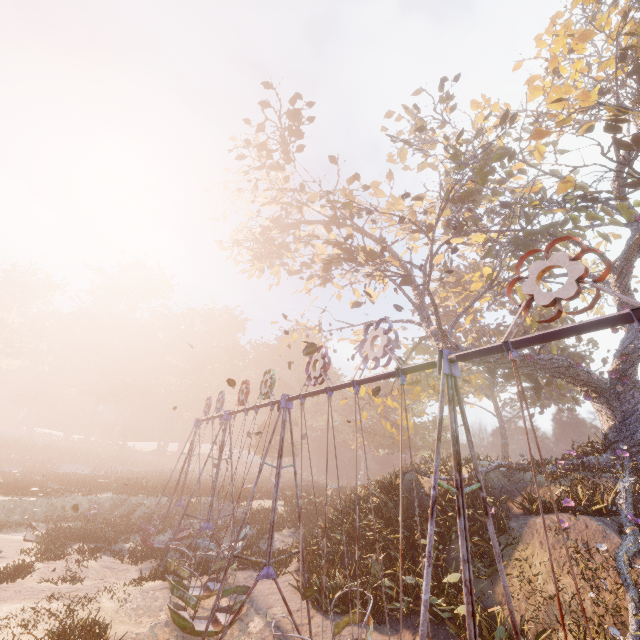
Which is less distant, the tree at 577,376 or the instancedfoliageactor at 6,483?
the tree at 577,376

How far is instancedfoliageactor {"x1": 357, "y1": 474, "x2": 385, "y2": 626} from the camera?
10.05m

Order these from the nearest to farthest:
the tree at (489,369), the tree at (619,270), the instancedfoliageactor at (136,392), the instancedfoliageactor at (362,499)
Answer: the instancedfoliageactor at (362,499), the tree at (619,270), the tree at (489,369), the instancedfoliageactor at (136,392)

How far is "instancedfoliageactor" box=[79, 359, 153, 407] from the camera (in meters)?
56.21

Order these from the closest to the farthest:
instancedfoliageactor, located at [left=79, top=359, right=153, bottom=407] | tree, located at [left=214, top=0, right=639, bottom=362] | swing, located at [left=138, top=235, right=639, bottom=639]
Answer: swing, located at [left=138, top=235, right=639, bottom=639] < tree, located at [left=214, top=0, right=639, bottom=362] < instancedfoliageactor, located at [left=79, top=359, right=153, bottom=407]

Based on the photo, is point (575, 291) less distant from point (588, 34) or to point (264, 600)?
point (264, 600)

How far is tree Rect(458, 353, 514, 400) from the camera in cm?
1672

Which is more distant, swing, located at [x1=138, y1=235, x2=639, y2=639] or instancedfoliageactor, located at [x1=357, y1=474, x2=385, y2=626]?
instancedfoliageactor, located at [x1=357, y1=474, x2=385, y2=626]
